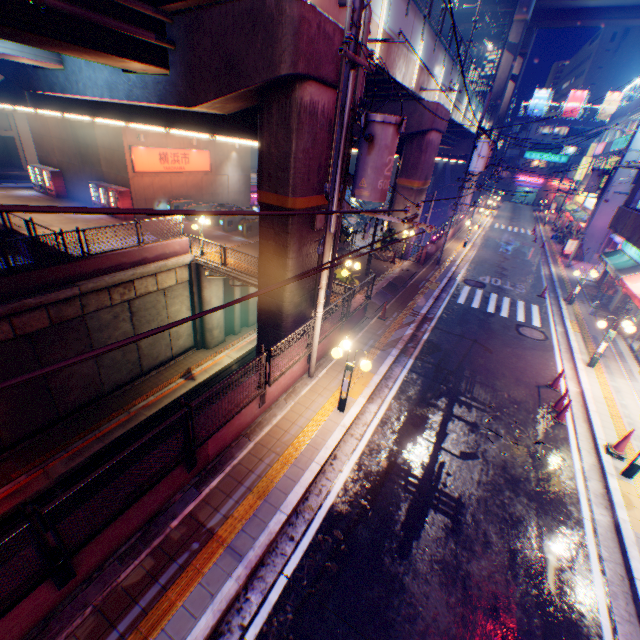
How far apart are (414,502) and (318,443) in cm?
254

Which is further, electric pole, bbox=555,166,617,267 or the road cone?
electric pole, bbox=555,166,617,267

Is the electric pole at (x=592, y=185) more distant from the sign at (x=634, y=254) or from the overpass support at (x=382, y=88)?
the overpass support at (x=382, y=88)

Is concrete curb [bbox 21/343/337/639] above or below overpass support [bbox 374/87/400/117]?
below

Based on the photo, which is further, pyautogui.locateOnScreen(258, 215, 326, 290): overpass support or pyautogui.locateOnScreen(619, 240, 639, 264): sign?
pyautogui.locateOnScreen(619, 240, 639, 264): sign

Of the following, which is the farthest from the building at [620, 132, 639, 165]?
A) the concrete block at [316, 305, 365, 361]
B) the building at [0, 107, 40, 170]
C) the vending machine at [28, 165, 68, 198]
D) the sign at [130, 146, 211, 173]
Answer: the building at [0, 107, 40, 170]

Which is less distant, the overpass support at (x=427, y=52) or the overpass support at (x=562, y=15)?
the overpass support at (x=427, y=52)

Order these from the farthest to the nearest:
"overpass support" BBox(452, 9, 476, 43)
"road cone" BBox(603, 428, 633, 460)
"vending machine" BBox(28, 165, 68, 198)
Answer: A:
1. "overpass support" BBox(452, 9, 476, 43)
2. "vending machine" BBox(28, 165, 68, 198)
3. "road cone" BBox(603, 428, 633, 460)
